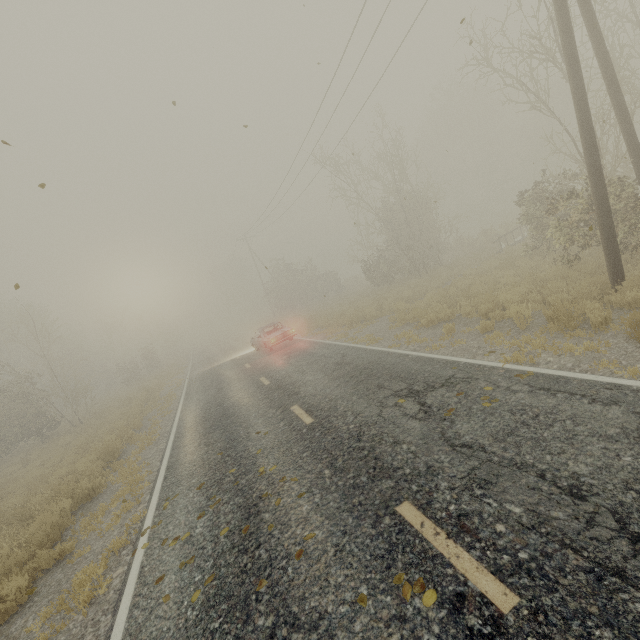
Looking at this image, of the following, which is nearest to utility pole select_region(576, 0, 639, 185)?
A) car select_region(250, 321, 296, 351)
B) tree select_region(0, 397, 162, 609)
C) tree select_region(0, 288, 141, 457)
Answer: car select_region(250, 321, 296, 351)

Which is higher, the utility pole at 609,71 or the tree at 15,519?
the utility pole at 609,71

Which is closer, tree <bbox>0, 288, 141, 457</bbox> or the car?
the car

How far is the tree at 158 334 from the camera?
28.7 meters

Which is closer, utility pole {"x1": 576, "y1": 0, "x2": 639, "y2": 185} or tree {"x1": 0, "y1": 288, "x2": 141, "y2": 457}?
utility pole {"x1": 576, "y1": 0, "x2": 639, "y2": 185}

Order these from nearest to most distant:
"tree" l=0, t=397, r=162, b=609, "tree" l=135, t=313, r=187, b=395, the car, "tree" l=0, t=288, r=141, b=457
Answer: "tree" l=0, t=397, r=162, b=609, the car, "tree" l=0, t=288, r=141, b=457, "tree" l=135, t=313, r=187, b=395

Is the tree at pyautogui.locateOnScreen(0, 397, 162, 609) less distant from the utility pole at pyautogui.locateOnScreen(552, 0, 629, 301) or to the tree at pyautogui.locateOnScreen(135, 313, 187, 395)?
the tree at pyautogui.locateOnScreen(135, 313, 187, 395)

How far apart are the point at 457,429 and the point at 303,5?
7.4m
